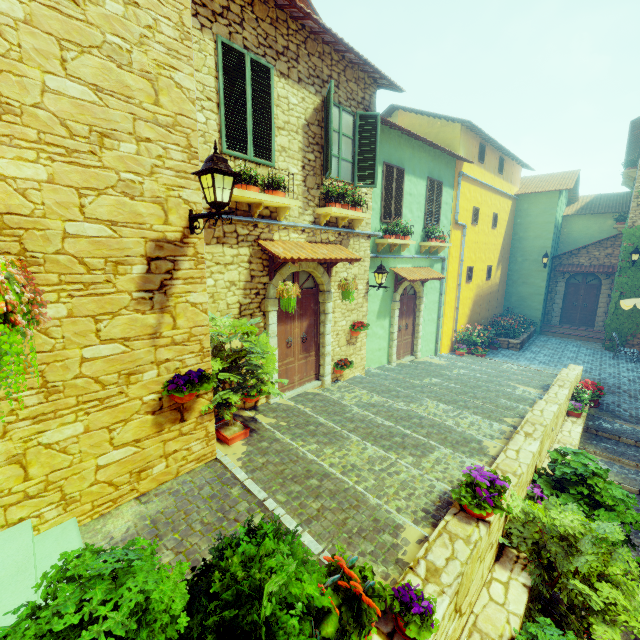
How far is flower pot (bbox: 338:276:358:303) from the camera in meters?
7.1

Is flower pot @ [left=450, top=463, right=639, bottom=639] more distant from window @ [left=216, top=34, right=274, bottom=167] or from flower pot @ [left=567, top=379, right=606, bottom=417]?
window @ [left=216, top=34, right=274, bottom=167]

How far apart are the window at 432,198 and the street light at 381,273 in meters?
3.4

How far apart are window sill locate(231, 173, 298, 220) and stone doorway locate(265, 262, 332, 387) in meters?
0.8

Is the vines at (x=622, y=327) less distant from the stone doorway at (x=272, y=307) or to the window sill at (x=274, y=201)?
the stone doorway at (x=272, y=307)

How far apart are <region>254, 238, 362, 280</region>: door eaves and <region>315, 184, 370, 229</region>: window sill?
0.37m

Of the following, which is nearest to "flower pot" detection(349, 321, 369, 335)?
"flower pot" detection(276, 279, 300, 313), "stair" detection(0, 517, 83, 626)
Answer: "flower pot" detection(276, 279, 300, 313)

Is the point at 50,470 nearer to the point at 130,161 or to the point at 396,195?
the point at 130,161
